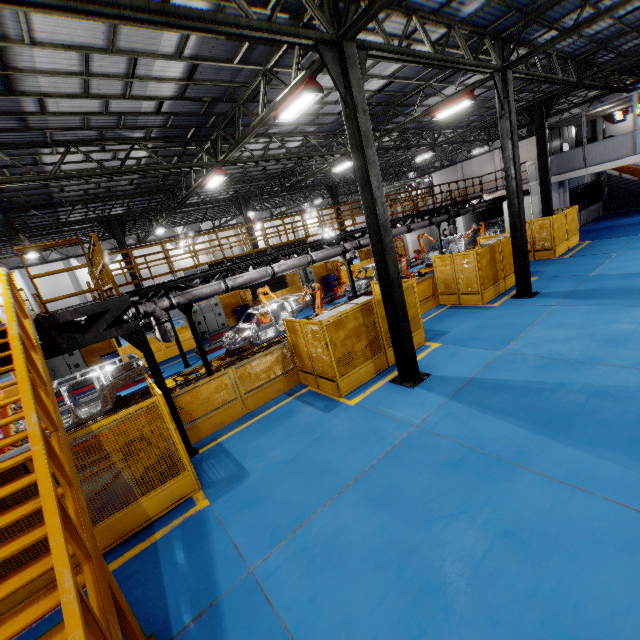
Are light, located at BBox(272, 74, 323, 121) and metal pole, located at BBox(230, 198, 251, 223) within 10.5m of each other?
no

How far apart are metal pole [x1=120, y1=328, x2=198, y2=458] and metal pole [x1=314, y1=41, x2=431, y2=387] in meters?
5.3

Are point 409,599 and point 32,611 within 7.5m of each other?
yes

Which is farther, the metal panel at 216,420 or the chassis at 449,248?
the chassis at 449,248

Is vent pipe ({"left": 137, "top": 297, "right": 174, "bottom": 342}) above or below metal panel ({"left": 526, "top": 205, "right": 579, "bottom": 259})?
above

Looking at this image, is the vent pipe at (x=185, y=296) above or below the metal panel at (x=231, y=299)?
above

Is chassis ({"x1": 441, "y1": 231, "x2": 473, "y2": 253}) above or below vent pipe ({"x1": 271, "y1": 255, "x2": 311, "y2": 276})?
below

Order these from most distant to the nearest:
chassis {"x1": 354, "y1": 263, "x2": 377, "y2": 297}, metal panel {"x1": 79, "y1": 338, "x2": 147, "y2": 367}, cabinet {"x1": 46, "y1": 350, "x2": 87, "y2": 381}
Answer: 1. chassis {"x1": 354, "y1": 263, "x2": 377, "y2": 297}
2. metal panel {"x1": 79, "y1": 338, "x2": 147, "y2": 367}
3. cabinet {"x1": 46, "y1": 350, "x2": 87, "y2": 381}
